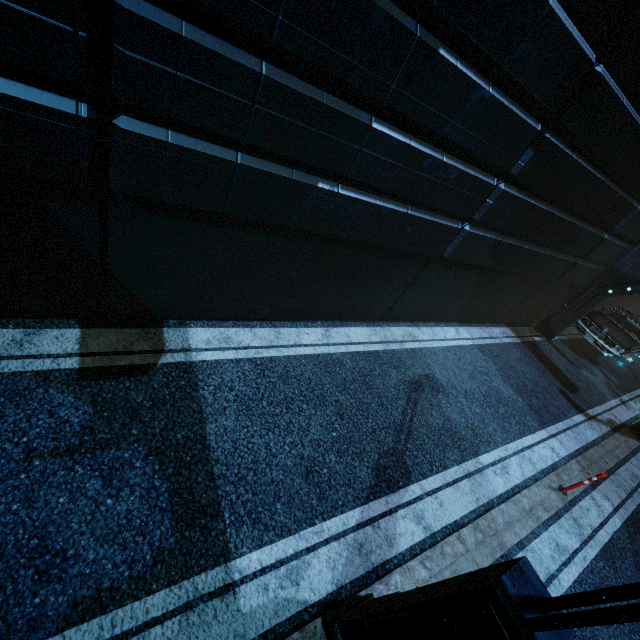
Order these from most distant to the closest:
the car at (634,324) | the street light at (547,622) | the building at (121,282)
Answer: the car at (634,324)
the building at (121,282)
the street light at (547,622)

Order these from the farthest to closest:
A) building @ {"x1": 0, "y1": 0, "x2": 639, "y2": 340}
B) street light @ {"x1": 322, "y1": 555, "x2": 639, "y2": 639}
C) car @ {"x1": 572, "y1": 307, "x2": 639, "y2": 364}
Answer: car @ {"x1": 572, "y1": 307, "x2": 639, "y2": 364} < building @ {"x1": 0, "y1": 0, "x2": 639, "y2": 340} < street light @ {"x1": 322, "y1": 555, "x2": 639, "y2": 639}

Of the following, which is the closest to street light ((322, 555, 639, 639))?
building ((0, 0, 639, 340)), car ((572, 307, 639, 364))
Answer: building ((0, 0, 639, 340))

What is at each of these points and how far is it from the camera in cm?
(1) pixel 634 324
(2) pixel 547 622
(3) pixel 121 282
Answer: (1) car, 1396
(2) street light, 191
(3) building, 462

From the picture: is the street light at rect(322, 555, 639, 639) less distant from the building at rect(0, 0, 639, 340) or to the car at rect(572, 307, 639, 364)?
the building at rect(0, 0, 639, 340)

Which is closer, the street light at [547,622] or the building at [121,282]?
the street light at [547,622]

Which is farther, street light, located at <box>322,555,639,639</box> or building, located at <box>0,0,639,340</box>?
building, located at <box>0,0,639,340</box>

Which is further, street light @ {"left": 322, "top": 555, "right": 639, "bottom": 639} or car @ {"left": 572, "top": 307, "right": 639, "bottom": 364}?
car @ {"left": 572, "top": 307, "right": 639, "bottom": 364}
